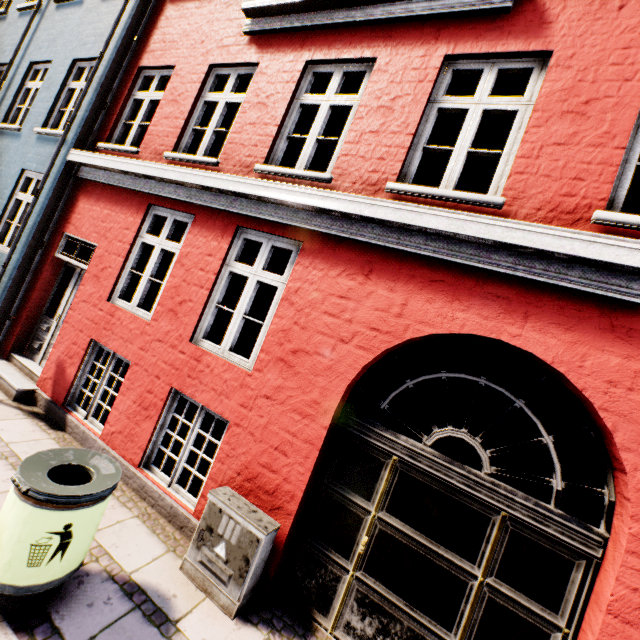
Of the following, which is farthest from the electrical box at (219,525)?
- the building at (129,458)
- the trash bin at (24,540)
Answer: the trash bin at (24,540)

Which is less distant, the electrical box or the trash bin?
the trash bin

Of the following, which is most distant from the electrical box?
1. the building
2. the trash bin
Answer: the trash bin

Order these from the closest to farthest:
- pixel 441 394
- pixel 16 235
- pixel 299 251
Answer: pixel 299 251
pixel 16 235
pixel 441 394

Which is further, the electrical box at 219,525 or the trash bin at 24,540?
the electrical box at 219,525

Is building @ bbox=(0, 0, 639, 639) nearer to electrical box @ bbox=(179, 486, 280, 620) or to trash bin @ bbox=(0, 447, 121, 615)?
electrical box @ bbox=(179, 486, 280, 620)
